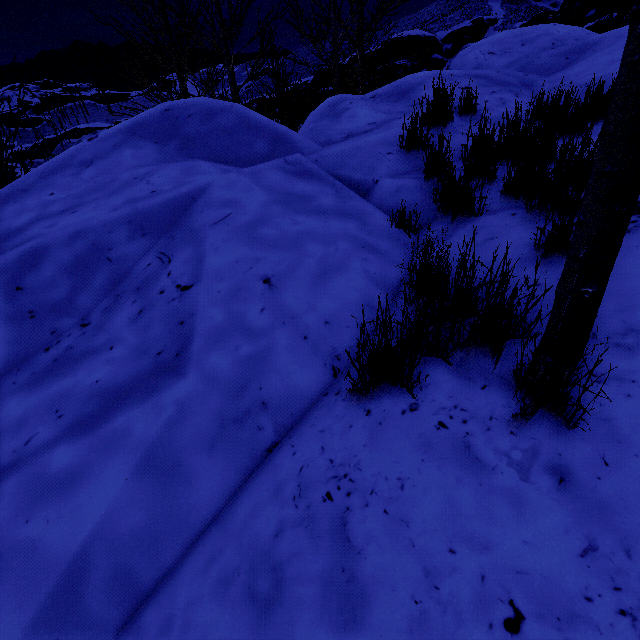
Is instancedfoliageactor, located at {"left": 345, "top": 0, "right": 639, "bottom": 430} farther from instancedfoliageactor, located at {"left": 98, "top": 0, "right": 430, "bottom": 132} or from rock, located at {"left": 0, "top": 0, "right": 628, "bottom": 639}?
instancedfoliageactor, located at {"left": 98, "top": 0, "right": 430, "bottom": 132}

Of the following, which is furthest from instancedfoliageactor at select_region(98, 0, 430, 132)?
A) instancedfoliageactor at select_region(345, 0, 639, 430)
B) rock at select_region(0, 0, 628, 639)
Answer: instancedfoliageactor at select_region(345, 0, 639, 430)

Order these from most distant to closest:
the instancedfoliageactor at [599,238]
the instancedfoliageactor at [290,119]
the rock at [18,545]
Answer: the instancedfoliageactor at [290,119] → the rock at [18,545] → the instancedfoliageactor at [599,238]

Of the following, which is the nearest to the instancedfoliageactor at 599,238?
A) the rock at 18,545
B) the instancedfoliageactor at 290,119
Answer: the rock at 18,545

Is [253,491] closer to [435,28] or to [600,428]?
[600,428]

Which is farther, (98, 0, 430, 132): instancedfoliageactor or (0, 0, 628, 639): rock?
(98, 0, 430, 132): instancedfoliageactor
